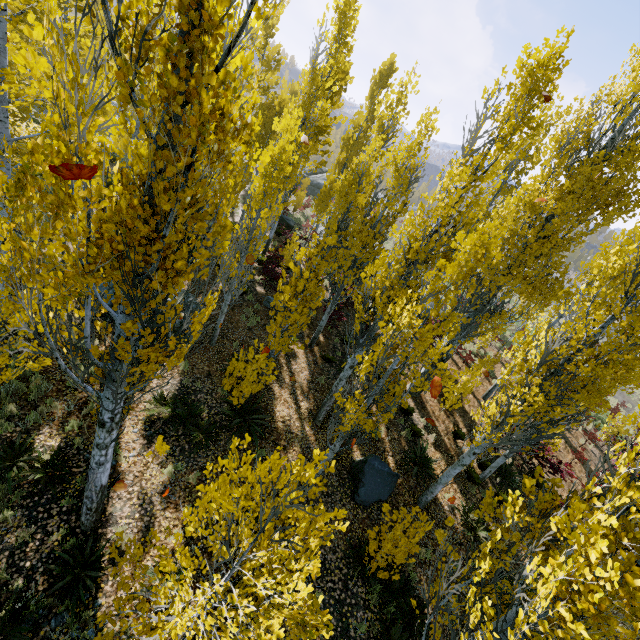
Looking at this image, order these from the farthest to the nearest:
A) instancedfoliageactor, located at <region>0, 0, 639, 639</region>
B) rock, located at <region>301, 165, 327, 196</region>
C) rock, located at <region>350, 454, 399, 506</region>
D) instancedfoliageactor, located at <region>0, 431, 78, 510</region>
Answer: rock, located at <region>301, 165, 327, 196</region>
rock, located at <region>350, 454, 399, 506</region>
instancedfoliageactor, located at <region>0, 431, 78, 510</region>
instancedfoliageactor, located at <region>0, 0, 639, 639</region>

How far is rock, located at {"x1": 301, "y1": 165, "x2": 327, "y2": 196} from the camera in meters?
34.8 m

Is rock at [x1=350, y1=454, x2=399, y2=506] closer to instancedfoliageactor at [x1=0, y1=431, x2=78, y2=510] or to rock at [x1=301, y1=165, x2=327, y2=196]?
instancedfoliageactor at [x1=0, y1=431, x2=78, y2=510]

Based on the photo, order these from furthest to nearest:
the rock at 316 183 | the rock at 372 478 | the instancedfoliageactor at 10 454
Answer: the rock at 316 183
the rock at 372 478
the instancedfoliageactor at 10 454

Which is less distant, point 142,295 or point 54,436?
point 142,295

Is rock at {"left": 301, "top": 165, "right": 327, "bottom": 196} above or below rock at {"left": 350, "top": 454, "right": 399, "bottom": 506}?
above

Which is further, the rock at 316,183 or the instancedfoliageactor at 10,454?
the rock at 316,183
